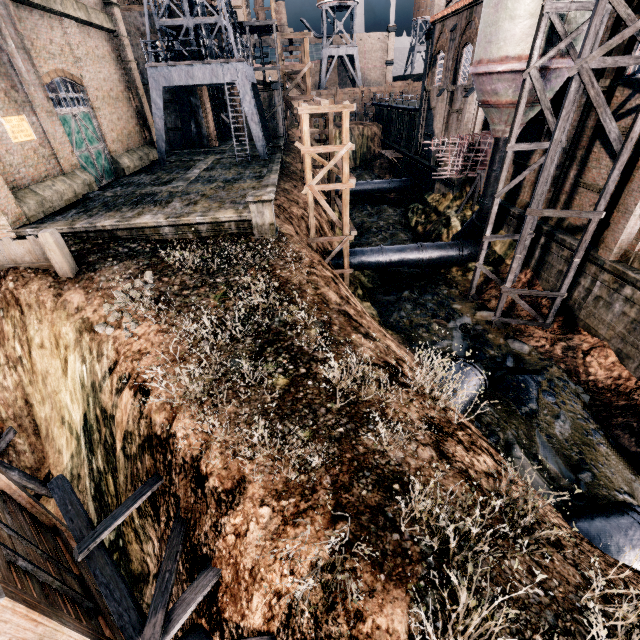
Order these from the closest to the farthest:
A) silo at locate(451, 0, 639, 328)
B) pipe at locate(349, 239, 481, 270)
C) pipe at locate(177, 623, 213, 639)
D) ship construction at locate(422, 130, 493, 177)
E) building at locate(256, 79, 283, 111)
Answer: pipe at locate(177, 623, 213, 639)
silo at locate(451, 0, 639, 328)
pipe at locate(349, 239, 481, 270)
ship construction at locate(422, 130, 493, 177)
building at locate(256, 79, 283, 111)

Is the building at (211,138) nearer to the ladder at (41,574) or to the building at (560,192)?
the ladder at (41,574)

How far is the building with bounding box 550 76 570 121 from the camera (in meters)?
17.33

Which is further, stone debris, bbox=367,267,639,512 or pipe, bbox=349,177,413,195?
pipe, bbox=349,177,413,195

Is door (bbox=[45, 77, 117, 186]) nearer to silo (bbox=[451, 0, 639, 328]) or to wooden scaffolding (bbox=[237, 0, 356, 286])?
wooden scaffolding (bbox=[237, 0, 356, 286])

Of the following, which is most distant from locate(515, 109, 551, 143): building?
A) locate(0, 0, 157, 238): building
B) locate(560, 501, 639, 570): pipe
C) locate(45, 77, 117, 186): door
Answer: locate(45, 77, 117, 186): door

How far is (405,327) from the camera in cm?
1897

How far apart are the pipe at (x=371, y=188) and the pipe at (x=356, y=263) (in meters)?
18.43
